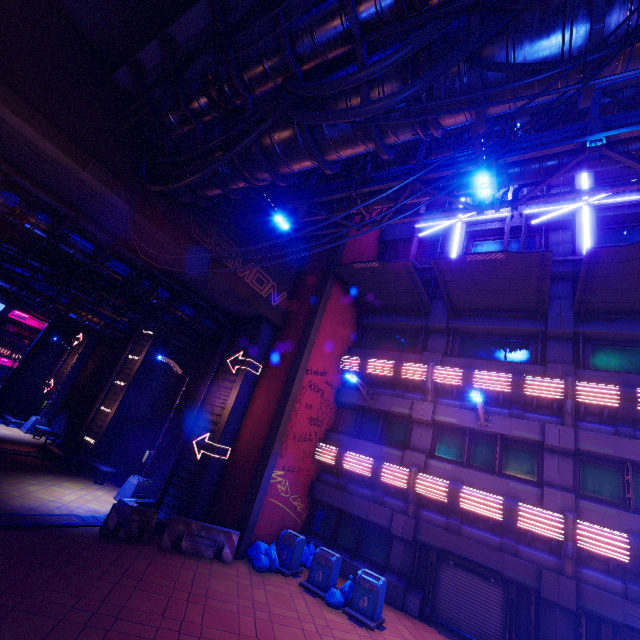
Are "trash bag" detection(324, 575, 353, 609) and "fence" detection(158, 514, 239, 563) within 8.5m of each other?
yes

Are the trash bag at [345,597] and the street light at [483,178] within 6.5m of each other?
no

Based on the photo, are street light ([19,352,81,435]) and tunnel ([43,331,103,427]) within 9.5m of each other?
yes

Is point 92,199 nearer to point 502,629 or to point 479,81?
point 479,81

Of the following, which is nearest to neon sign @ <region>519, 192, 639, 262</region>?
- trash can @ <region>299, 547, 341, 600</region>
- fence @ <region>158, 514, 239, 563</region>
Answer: trash can @ <region>299, 547, 341, 600</region>

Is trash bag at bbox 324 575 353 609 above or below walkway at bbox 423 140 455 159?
below

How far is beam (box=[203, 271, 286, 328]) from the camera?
12.9 meters

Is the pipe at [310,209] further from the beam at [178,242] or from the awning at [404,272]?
the beam at [178,242]
